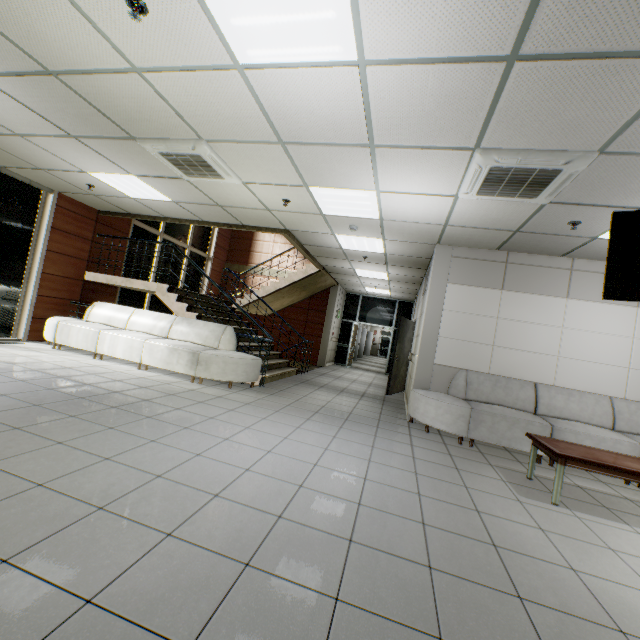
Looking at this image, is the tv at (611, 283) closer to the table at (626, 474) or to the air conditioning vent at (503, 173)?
the air conditioning vent at (503, 173)

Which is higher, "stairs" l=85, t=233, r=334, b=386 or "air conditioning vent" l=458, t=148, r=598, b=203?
"air conditioning vent" l=458, t=148, r=598, b=203

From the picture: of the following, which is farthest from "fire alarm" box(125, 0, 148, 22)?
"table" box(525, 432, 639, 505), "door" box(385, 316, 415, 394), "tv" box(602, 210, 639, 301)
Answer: "door" box(385, 316, 415, 394)

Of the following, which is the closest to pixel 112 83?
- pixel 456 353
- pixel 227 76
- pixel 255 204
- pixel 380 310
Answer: pixel 227 76

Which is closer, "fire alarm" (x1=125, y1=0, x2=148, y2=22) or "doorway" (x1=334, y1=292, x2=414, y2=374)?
"fire alarm" (x1=125, y1=0, x2=148, y2=22)

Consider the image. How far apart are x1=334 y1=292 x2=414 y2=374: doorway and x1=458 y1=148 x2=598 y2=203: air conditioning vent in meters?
9.4

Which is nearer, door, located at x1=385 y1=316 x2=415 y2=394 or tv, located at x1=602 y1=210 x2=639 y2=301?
A: tv, located at x1=602 y1=210 x2=639 y2=301

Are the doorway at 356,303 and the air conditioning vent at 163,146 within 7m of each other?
no
